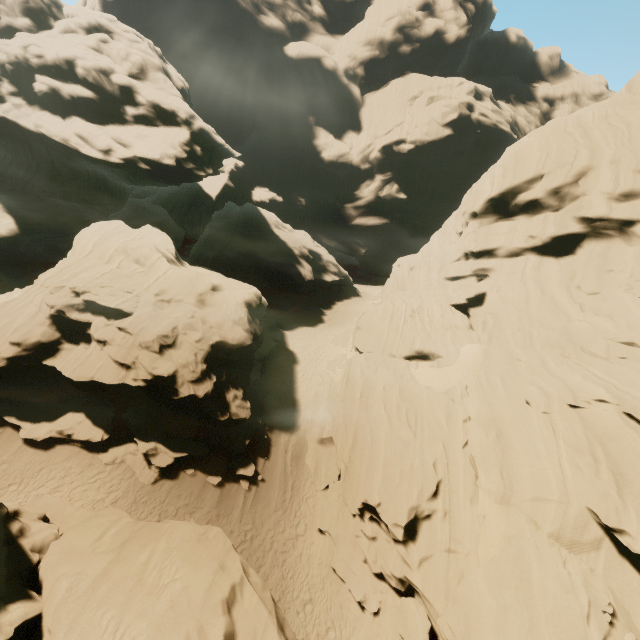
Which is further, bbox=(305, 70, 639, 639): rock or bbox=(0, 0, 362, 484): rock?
bbox=(0, 0, 362, 484): rock

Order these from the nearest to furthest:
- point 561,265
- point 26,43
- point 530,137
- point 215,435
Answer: point 215,435 → point 561,265 → point 530,137 → point 26,43

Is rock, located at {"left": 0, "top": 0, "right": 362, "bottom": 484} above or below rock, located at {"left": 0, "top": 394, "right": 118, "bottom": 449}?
above

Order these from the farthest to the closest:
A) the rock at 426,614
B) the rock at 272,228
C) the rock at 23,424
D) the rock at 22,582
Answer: the rock at 272,228 < the rock at 23,424 < the rock at 426,614 < the rock at 22,582

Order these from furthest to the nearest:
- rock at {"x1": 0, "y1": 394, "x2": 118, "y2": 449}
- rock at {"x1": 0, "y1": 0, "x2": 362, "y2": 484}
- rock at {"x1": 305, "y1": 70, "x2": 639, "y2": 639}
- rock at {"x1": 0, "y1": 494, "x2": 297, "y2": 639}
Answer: rock at {"x1": 0, "y1": 0, "x2": 362, "y2": 484} < rock at {"x1": 0, "y1": 394, "x2": 118, "y2": 449} < rock at {"x1": 305, "y1": 70, "x2": 639, "y2": 639} < rock at {"x1": 0, "y1": 494, "x2": 297, "y2": 639}

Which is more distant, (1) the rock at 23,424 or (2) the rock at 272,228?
(2) the rock at 272,228
